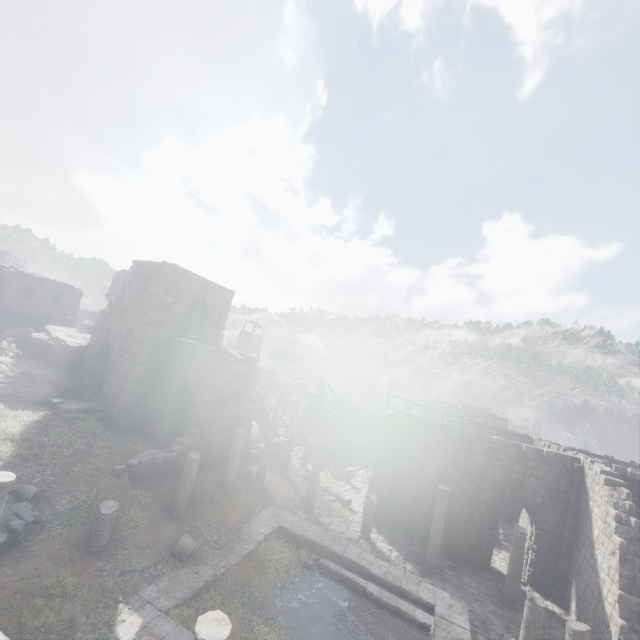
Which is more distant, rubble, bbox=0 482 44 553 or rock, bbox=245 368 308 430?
rock, bbox=245 368 308 430

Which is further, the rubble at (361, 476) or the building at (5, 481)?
the rubble at (361, 476)

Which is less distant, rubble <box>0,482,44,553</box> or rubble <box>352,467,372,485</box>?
rubble <box>0,482,44,553</box>

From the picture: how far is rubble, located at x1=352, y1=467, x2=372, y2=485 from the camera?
25.90m

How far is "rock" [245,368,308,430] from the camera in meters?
34.7 m

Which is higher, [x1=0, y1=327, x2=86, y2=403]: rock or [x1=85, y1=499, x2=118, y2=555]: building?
[x1=0, y1=327, x2=86, y2=403]: rock

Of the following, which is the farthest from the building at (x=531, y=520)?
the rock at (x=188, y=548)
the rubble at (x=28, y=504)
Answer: the rock at (x=188, y=548)

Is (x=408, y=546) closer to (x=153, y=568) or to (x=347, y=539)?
(x=347, y=539)
